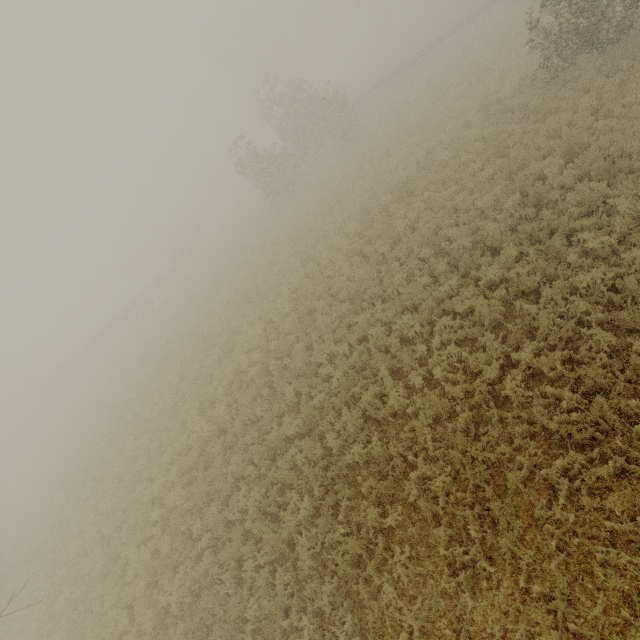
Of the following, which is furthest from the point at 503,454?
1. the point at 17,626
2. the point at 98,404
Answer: the point at 98,404
